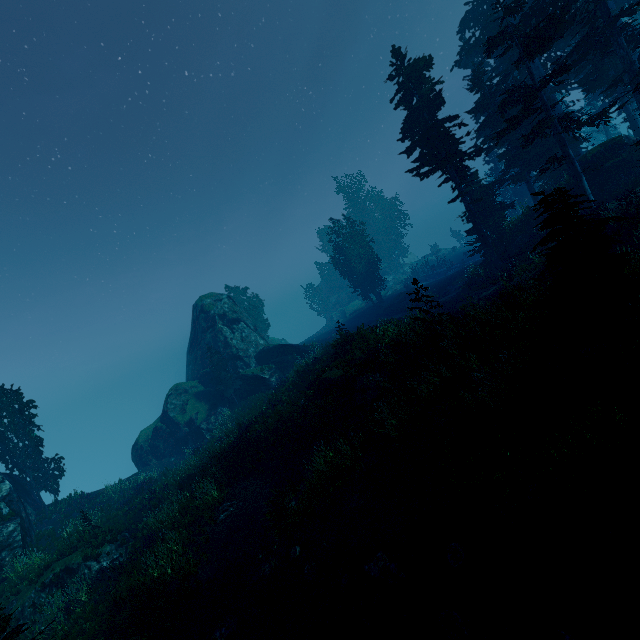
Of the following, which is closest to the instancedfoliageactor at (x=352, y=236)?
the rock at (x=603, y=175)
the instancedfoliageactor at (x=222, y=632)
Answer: the rock at (x=603, y=175)

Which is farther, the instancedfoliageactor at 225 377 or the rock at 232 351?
the instancedfoliageactor at 225 377

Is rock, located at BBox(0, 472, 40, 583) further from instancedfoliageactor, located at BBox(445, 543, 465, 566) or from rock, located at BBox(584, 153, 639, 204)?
rock, located at BBox(584, 153, 639, 204)

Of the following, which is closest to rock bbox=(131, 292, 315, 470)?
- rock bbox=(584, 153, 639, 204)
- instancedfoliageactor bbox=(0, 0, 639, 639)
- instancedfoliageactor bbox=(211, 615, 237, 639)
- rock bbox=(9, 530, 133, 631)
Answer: instancedfoliageactor bbox=(0, 0, 639, 639)

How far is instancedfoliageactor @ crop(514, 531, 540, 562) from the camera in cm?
662

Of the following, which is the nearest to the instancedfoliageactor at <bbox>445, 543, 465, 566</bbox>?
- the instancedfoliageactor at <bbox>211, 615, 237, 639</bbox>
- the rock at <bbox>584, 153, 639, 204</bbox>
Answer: Answer: the rock at <bbox>584, 153, 639, 204</bbox>

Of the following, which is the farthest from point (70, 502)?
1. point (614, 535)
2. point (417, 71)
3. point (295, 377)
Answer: point (417, 71)

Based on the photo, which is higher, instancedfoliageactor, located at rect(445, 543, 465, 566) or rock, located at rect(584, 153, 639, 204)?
rock, located at rect(584, 153, 639, 204)
